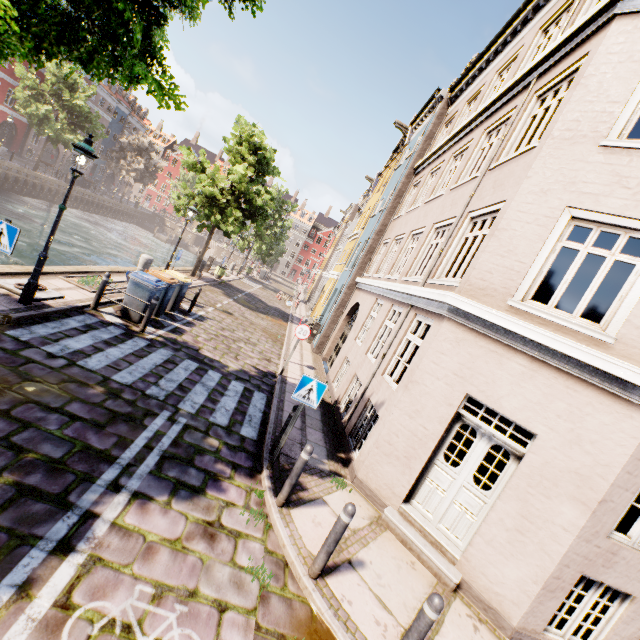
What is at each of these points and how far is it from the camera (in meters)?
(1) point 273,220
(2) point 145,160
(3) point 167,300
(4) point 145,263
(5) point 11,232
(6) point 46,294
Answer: (1) tree, 35.06
(2) tree, 45.97
(3) trash bin, 10.91
(4) pillar, 13.24
(5) sign, 5.45
(6) boat ring, 7.96

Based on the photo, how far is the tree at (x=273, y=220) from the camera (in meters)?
17.23

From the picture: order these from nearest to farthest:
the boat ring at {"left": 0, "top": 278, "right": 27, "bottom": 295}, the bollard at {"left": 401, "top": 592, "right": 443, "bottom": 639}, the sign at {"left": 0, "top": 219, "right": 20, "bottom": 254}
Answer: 1. the bollard at {"left": 401, "top": 592, "right": 443, "bottom": 639}
2. the sign at {"left": 0, "top": 219, "right": 20, "bottom": 254}
3. the boat ring at {"left": 0, "top": 278, "right": 27, "bottom": 295}

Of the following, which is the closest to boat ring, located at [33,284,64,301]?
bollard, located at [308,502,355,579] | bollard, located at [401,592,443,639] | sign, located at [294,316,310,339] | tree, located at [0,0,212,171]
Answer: tree, located at [0,0,212,171]

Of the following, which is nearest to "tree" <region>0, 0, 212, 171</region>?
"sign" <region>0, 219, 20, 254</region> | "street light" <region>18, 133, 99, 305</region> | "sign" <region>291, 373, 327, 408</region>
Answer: "street light" <region>18, 133, 99, 305</region>

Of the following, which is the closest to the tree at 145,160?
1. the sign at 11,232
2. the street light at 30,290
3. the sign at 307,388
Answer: the street light at 30,290

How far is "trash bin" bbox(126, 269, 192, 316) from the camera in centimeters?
925cm

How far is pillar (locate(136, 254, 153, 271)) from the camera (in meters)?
13.20
